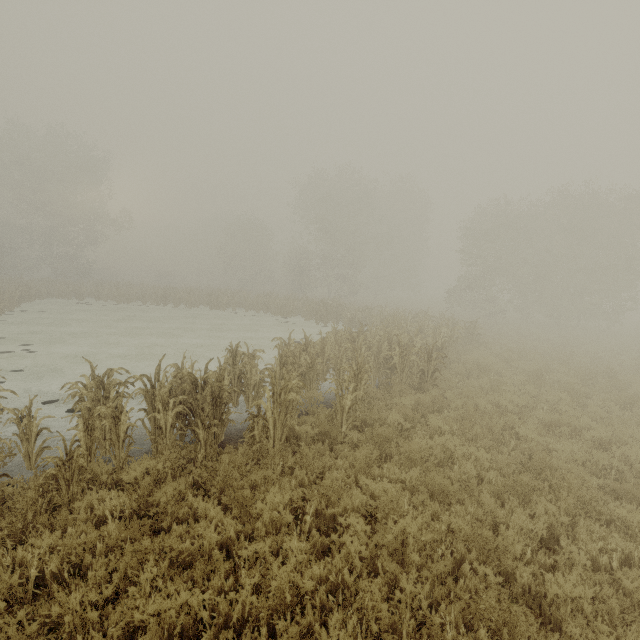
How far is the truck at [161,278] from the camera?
53.62m

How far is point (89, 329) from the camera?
20.5m

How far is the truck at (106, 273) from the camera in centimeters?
5294cm

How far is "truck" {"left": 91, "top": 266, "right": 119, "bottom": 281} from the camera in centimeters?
5294cm

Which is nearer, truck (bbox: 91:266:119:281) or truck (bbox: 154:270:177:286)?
truck (bbox: 91:266:119:281)

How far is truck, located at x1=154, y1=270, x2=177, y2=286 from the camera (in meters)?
53.62
